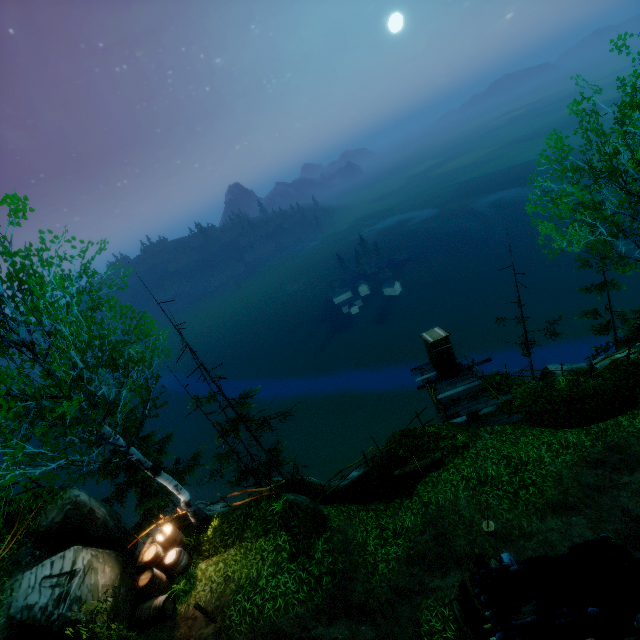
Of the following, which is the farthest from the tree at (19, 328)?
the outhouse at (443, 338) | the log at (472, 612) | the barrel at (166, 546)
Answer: the barrel at (166, 546)

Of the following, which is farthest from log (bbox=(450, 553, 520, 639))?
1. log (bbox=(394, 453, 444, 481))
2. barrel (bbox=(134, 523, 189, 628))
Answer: barrel (bbox=(134, 523, 189, 628))

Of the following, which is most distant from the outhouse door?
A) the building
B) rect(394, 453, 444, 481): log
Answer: the building

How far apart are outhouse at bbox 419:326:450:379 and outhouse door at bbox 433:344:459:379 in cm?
1

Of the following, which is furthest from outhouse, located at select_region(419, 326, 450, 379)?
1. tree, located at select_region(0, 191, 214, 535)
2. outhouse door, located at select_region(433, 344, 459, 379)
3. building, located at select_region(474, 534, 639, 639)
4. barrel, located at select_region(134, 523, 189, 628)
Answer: barrel, located at select_region(134, 523, 189, 628)

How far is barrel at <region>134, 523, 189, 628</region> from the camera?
10.19m

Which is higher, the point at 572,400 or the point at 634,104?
the point at 634,104

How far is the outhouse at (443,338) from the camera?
17.19m
